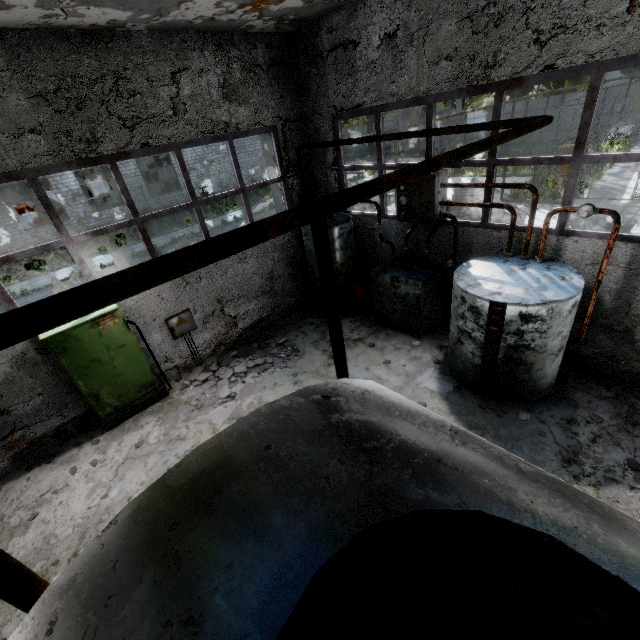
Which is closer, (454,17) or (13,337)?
(13,337)

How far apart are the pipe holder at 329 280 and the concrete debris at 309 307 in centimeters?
513cm

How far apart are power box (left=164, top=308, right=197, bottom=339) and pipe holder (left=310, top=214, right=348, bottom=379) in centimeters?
577cm

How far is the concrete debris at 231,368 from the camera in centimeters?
728cm

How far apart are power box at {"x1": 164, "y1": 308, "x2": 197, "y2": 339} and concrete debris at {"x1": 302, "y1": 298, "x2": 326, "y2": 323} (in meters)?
3.19

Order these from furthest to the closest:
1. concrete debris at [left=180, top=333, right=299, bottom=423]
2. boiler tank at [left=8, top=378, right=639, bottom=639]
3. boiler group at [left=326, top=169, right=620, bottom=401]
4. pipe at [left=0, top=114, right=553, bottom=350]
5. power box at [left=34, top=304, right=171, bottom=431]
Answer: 1. concrete debris at [left=180, top=333, right=299, bottom=423]
2. power box at [left=34, top=304, right=171, bottom=431]
3. boiler group at [left=326, top=169, right=620, bottom=401]
4. pipe at [left=0, top=114, right=553, bottom=350]
5. boiler tank at [left=8, top=378, right=639, bottom=639]

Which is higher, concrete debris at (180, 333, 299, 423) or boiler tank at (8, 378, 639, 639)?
boiler tank at (8, 378, 639, 639)

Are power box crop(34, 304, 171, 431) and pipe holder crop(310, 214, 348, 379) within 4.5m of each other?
no
